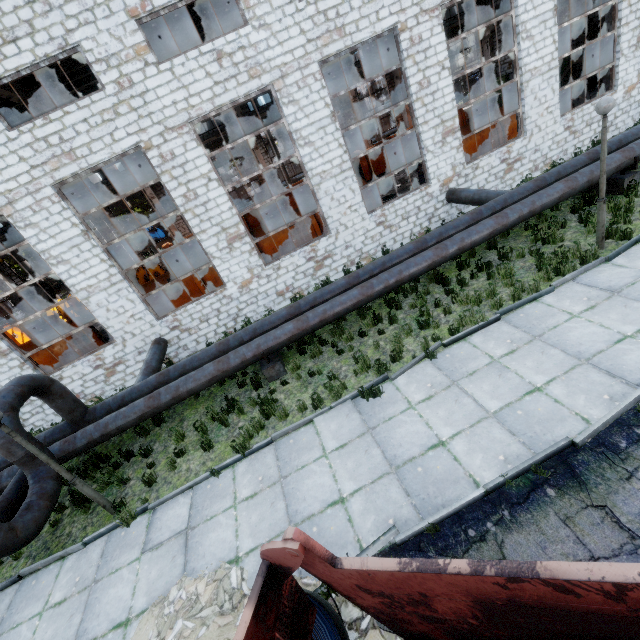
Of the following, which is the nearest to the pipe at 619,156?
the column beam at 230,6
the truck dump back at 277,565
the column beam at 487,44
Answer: the truck dump back at 277,565

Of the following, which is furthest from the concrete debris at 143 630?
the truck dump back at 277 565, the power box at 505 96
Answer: the power box at 505 96

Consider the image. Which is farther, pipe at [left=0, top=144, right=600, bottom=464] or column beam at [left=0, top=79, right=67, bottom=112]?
column beam at [left=0, top=79, right=67, bottom=112]

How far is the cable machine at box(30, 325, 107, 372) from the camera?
14.1 meters

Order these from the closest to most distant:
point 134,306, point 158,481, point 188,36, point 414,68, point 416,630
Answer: point 416,630 < point 158,481 < point 414,68 < point 134,306 < point 188,36

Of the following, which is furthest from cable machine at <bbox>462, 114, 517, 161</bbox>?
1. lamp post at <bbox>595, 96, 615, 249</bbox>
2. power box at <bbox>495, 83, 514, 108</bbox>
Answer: power box at <bbox>495, 83, 514, 108</bbox>

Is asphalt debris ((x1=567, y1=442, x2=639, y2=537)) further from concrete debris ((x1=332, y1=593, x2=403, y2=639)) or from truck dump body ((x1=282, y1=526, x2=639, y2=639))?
truck dump body ((x1=282, y1=526, x2=639, y2=639))

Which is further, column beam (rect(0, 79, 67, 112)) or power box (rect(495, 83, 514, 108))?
power box (rect(495, 83, 514, 108))
